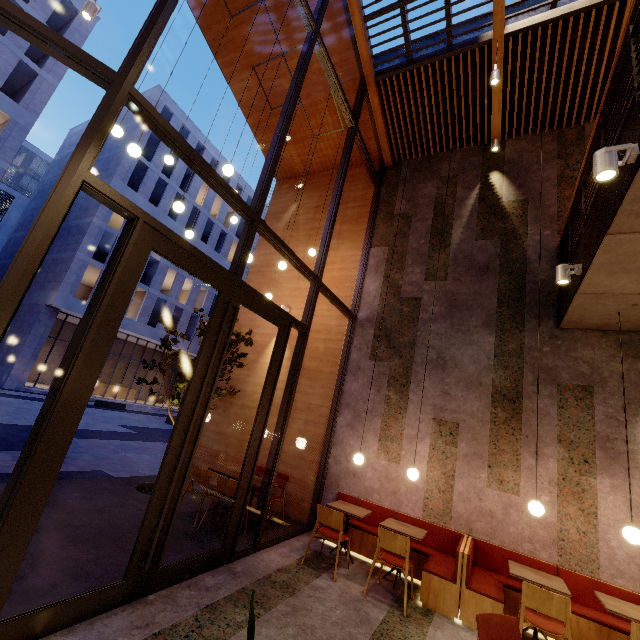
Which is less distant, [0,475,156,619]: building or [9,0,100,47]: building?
[0,475,156,619]: building

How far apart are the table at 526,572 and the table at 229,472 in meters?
3.8

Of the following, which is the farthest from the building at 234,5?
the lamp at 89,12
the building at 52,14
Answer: the building at 52,14

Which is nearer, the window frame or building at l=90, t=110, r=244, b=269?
the window frame

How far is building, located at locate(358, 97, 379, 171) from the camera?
8.54m

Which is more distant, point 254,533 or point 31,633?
point 254,533

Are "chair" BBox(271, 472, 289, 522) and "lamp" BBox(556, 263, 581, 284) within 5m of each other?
no

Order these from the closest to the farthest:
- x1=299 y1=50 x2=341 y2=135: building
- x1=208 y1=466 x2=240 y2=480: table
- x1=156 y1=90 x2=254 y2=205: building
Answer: x1=208 y1=466 x2=240 y2=480: table
x1=299 y1=50 x2=341 y2=135: building
x1=156 y1=90 x2=254 y2=205: building
